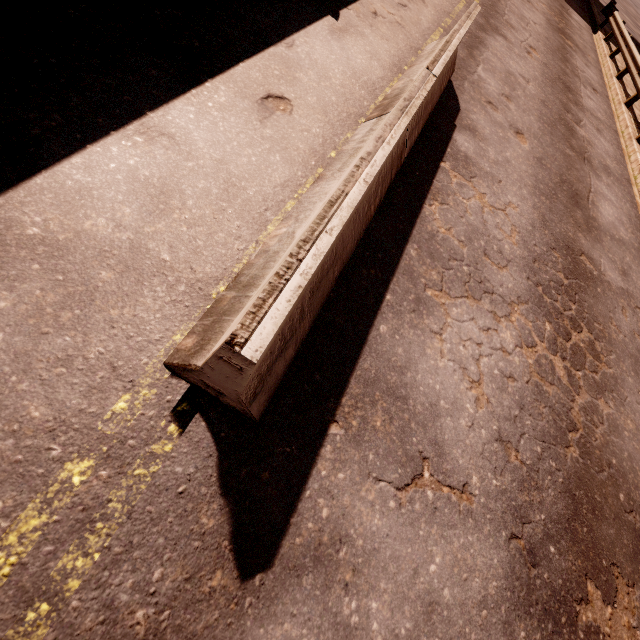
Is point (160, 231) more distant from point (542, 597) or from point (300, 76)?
point (542, 597)
